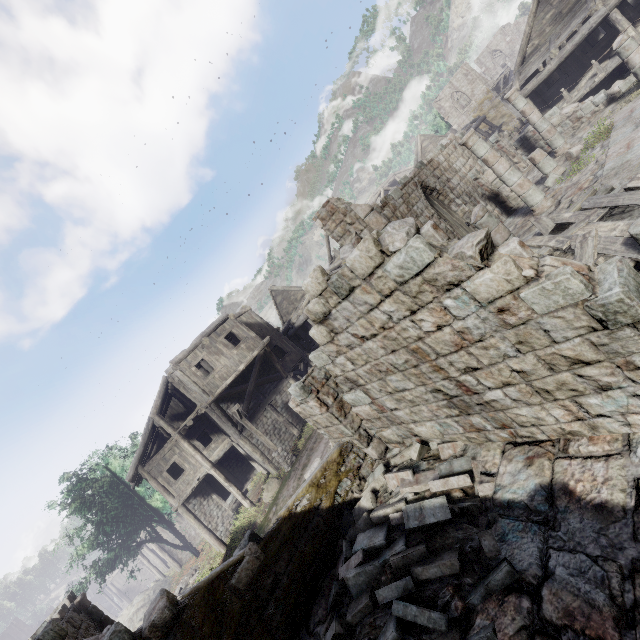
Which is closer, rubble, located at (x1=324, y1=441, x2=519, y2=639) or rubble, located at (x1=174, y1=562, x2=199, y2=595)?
rubble, located at (x1=324, y1=441, x2=519, y2=639)

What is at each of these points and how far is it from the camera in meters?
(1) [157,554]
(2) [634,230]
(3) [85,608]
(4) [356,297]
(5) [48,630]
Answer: (1) building, 43.5 m
(2) building, 5.2 m
(3) stone arch, 12.3 m
(4) building, 5.1 m
(5) building, 4.9 m

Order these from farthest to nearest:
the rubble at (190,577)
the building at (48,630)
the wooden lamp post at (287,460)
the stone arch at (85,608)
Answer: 1. the rubble at (190,577)
2. the wooden lamp post at (287,460)
3. the stone arch at (85,608)
4. the building at (48,630)

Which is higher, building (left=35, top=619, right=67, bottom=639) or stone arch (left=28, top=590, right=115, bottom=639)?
building (left=35, top=619, right=67, bottom=639)

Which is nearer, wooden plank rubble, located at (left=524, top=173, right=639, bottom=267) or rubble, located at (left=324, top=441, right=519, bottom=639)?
rubble, located at (left=324, top=441, right=519, bottom=639)

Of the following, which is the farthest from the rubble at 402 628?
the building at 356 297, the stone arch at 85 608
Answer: the stone arch at 85 608

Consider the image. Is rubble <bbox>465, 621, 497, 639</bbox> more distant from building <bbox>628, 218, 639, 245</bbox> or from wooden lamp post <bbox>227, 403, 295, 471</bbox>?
wooden lamp post <bbox>227, 403, 295, 471</bbox>
